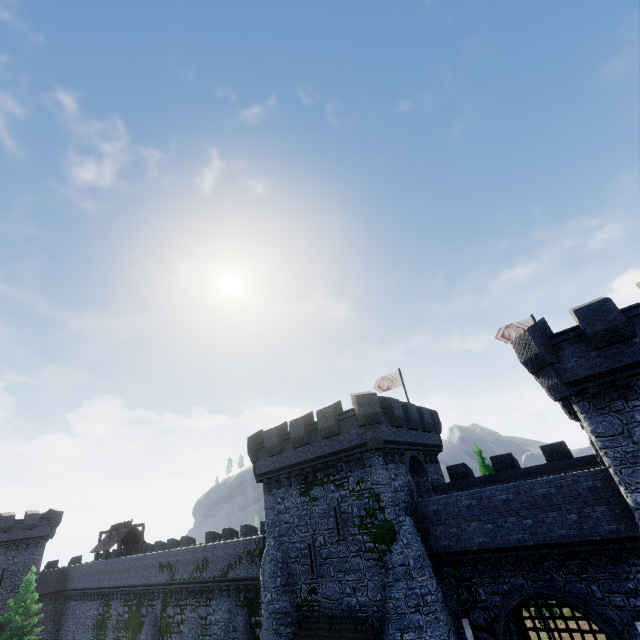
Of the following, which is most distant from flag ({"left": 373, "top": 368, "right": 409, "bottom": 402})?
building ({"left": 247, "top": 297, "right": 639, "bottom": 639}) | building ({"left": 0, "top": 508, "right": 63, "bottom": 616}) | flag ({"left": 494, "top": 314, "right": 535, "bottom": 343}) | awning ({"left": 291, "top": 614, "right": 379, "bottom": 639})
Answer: building ({"left": 0, "top": 508, "right": 63, "bottom": 616})

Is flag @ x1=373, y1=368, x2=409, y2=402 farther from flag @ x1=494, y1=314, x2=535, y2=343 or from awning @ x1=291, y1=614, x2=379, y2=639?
awning @ x1=291, y1=614, x2=379, y2=639

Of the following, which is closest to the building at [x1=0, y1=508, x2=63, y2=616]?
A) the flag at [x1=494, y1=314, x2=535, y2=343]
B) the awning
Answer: the awning

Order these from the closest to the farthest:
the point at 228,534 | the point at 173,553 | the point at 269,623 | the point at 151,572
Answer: the point at 269,623 → the point at 173,553 → the point at 151,572 → the point at 228,534

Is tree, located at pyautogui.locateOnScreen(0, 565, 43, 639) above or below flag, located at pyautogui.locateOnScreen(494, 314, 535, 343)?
Answer: below

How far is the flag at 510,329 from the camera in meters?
23.7 m

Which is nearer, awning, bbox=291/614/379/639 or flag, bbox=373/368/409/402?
awning, bbox=291/614/379/639

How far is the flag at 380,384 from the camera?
28.6m
